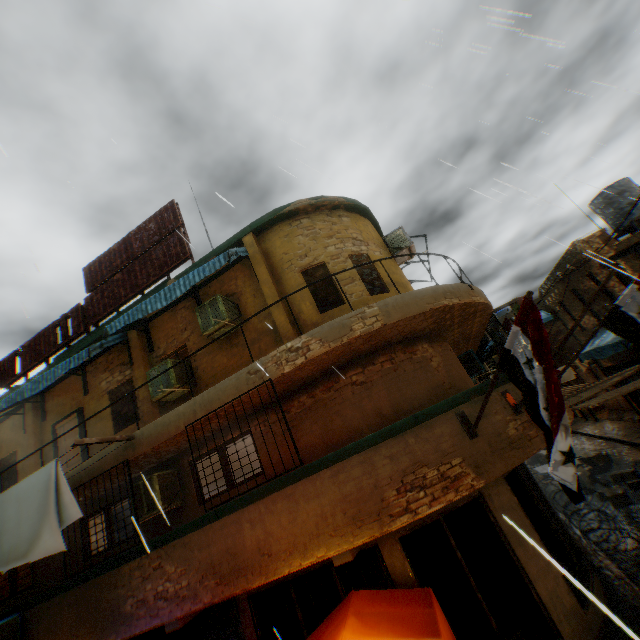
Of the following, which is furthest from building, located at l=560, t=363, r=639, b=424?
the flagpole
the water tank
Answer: the water tank

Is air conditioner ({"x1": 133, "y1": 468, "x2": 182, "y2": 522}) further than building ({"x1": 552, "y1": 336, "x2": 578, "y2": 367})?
No

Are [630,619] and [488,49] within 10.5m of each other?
no

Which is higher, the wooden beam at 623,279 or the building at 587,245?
the building at 587,245

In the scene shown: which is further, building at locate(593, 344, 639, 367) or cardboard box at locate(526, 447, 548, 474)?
cardboard box at locate(526, 447, 548, 474)

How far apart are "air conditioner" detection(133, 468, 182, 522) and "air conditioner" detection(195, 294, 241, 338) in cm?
275

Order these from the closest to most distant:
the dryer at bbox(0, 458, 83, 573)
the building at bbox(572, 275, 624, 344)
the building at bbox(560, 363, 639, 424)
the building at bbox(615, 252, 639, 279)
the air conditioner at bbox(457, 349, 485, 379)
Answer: the dryer at bbox(0, 458, 83, 573) → the building at bbox(560, 363, 639, 424) → the air conditioner at bbox(457, 349, 485, 379) → the building at bbox(615, 252, 639, 279) → the building at bbox(572, 275, 624, 344)

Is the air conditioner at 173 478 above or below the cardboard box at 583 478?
above
